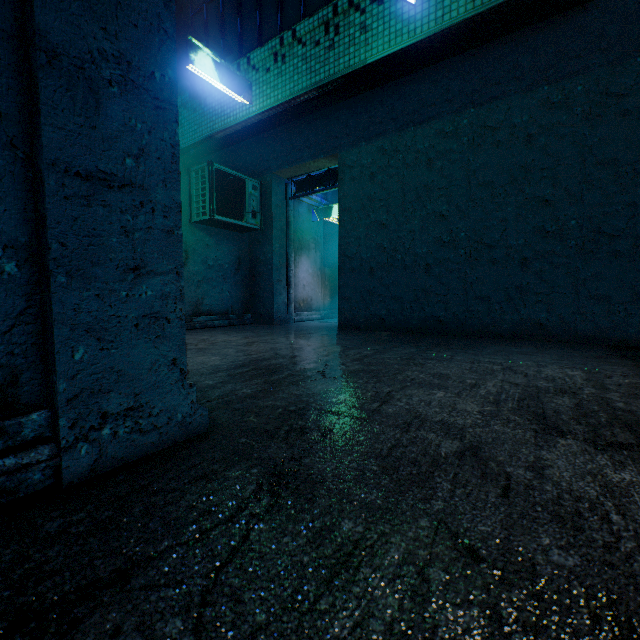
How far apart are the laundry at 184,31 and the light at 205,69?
0.5m

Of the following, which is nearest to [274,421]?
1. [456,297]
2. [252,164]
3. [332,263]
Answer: [456,297]

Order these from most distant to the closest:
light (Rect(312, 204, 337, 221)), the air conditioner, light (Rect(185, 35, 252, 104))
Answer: light (Rect(312, 204, 337, 221)) → the air conditioner → light (Rect(185, 35, 252, 104))

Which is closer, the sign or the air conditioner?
the air conditioner

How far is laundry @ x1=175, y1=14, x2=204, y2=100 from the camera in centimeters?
426cm

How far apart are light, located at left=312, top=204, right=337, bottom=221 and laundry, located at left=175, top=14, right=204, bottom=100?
3.2 meters

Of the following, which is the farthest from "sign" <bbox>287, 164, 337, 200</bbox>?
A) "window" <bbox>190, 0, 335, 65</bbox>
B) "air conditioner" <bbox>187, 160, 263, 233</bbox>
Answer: "window" <bbox>190, 0, 335, 65</bbox>

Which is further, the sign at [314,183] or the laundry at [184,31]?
the sign at [314,183]
